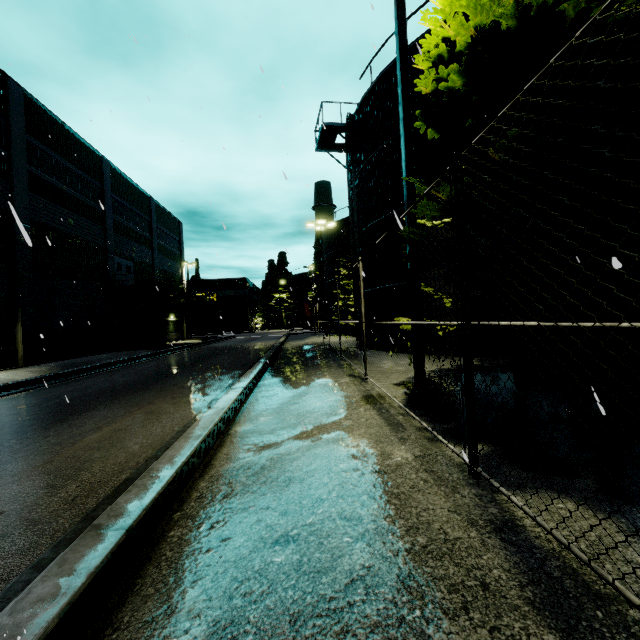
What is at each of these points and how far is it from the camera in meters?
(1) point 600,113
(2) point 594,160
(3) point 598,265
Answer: (1) tree, 6.0 m
(2) tree, 3.3 m
(3) tree, 5.0 m

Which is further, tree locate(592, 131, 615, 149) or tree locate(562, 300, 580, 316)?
tree locate(562, 300, 580, 316)

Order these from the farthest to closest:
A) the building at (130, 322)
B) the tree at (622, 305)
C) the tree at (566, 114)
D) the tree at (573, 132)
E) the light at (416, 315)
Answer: the building at (130, 322) < the light at (416, 315) < the tree at (573, 132) < the tree at (566, 114) < the tree at (622, 305)

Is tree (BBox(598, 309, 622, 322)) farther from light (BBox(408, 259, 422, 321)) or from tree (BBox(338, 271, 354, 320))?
tree (BBox(338, 271, 354, 320))

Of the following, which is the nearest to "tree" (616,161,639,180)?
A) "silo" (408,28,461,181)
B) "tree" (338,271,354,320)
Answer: "silo" (408,28,461,181)

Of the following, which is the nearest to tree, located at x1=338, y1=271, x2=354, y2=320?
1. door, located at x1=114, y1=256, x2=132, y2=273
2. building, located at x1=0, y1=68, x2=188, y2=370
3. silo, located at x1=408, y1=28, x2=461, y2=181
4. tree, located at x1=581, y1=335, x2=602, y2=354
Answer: silo, located at x1=408, y1=28, x2=461, y2=181

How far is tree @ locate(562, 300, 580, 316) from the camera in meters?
4.4 m

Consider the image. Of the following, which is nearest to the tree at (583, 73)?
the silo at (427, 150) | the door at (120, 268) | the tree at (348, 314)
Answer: the silo at (427, 150)
